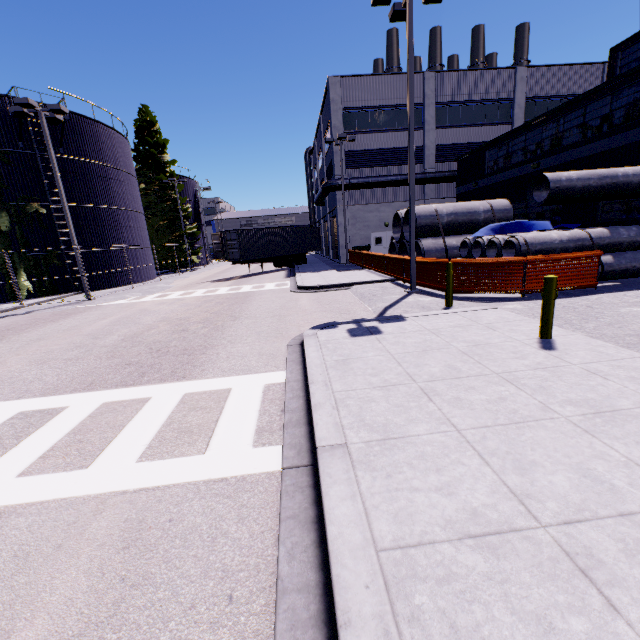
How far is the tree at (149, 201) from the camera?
35.0 meters

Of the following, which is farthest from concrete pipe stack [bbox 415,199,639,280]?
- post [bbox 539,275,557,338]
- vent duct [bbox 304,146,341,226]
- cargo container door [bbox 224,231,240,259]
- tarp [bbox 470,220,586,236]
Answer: cargo container door [bbox 224,231,240,259]

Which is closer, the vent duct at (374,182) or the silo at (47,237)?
the silo at (47,237)

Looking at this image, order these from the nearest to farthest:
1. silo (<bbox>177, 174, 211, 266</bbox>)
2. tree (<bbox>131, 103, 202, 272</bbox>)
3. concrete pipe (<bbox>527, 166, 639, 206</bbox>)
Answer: concrete pipe (<bbox>527, 166, 639, 206</bbox>) < tree (<bbox>131, 103, 202, 272</bbox>) < silo (<bbox>177, 174, 211, 266</bbox>)

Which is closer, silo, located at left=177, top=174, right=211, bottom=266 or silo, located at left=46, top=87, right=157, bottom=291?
silo, located at left=46, top=87, right=157, bottom=291

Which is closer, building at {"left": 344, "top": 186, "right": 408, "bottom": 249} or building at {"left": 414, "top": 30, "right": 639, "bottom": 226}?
building at {"left": 414, "top": 30, "right": 639, "bottom": 226}

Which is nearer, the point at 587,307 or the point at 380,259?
the point at 587,307

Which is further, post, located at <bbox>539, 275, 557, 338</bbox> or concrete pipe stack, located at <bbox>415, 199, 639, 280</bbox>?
concrete pipe stack, located at <bbox>415, 199, 639, 280</bbox>
